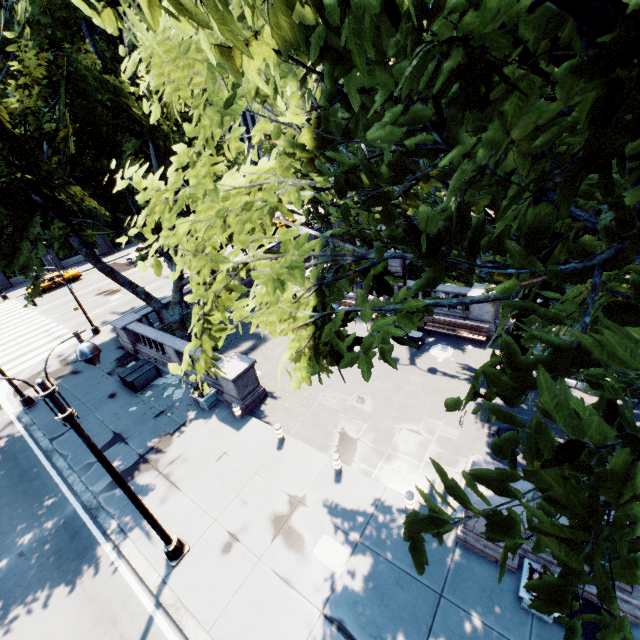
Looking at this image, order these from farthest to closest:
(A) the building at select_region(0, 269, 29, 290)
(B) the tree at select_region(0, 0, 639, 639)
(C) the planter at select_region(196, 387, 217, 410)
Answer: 1. (A) the building at select_region(0, 269, 29, 290)
2. (C) the planter at select_region(196, 387, 217, 410)
3. (B) the tree at select_region(0, 0, 639, 639)

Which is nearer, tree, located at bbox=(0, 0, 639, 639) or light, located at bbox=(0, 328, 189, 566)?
tree, located at bbox=(0, 0, 639, 639)

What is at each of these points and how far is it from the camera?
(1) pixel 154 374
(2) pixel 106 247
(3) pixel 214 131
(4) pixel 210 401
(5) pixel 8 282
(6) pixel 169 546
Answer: (1) container, 17.4 meters
(2) building, 45.7 meters
(3) tree, 4.7 meters
(4) planter, 14.8 meters
(5) building, 38.2 meters
(6) light, 9.3 meters

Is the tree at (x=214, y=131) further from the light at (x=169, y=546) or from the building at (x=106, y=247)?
the building at (x=106, y=247)

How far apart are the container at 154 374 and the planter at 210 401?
4.1m

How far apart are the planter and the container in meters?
4.1 m

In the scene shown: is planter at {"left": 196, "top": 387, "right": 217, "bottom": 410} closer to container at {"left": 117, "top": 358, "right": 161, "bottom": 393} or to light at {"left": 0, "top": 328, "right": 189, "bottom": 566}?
container at {"left": 117, "top": 358, "right": 161, "bottom": 393}

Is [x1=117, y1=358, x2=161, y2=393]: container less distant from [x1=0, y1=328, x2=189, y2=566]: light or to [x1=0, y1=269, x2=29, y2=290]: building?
[x1=0, y1=328, x2=189, y2=566]: light
